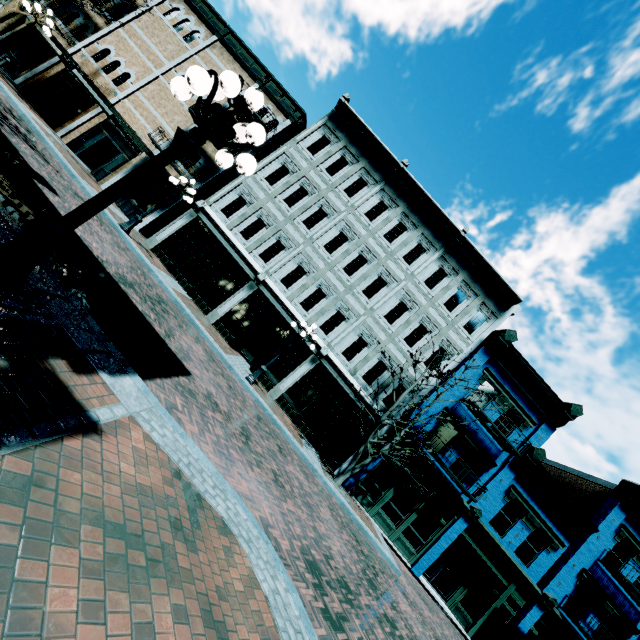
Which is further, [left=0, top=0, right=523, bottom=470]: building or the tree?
[left=0, top=0, right=523, bottom=470]: building

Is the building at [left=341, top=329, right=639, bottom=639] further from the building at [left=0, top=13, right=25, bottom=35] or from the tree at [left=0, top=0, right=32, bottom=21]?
the tree at [left=0, top=0, right=32, bottom=21]

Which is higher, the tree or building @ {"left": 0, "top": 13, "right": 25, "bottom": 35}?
the tree

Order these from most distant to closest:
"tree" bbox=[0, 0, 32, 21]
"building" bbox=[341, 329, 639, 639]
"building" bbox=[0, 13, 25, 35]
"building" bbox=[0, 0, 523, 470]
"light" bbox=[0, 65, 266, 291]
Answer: "building" bbox=[0, 13, 25, 35], "building" bbox=[0, 0, 523, 470], "building" bbox=[341, 329, 639, 639], "tree" bbox=[0, 0, 32, 21], "light" bbox=[0, 65, 266, 291]

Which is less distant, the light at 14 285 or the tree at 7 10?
the light at 14 285

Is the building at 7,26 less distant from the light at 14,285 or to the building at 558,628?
the light at 14,285

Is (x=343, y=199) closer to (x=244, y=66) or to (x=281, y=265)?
(x=281, y=265)

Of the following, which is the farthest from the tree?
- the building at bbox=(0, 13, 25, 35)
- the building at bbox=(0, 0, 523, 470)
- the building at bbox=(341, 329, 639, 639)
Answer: the building at bbox=(341, 329, 639, 639)
